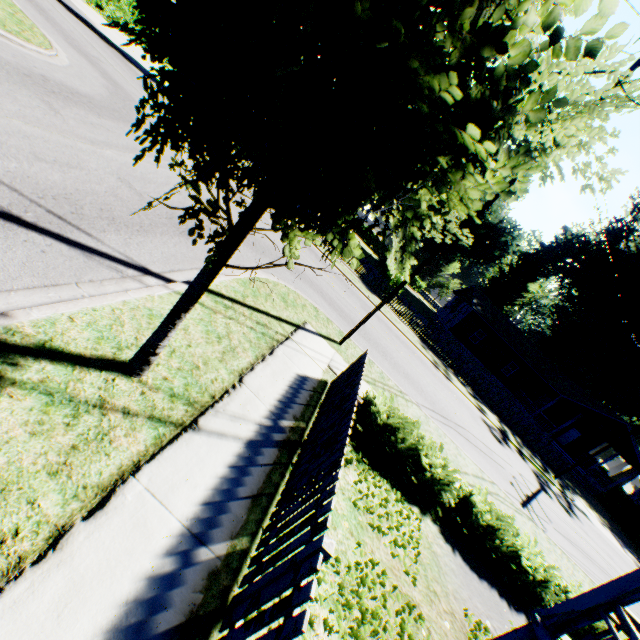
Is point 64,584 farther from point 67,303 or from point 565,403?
point 565,403

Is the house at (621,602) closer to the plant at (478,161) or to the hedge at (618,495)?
the plant at (478,161)

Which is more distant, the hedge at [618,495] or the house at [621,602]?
the hedge at [618,495]

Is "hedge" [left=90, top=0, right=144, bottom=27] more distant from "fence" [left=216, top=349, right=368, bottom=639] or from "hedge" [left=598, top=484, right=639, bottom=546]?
"hedge" [left=598, top=484, right=639, bottom=546]

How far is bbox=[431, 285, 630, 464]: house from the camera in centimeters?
2989cm

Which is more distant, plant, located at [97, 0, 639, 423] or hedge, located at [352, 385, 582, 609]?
hedge, located at [352, 385, 582, 609]

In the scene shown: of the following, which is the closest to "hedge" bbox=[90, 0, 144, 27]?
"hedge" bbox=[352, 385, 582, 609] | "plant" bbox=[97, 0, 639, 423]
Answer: "plant" bbox=[97, 0, 639, 423]

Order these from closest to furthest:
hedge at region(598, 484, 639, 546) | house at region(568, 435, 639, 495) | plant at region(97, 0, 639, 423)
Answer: plant at region(97, 0, 639, 423) → hedge at region(598, 484, 639, 546) → house at region(568, 435, 639, 495)
